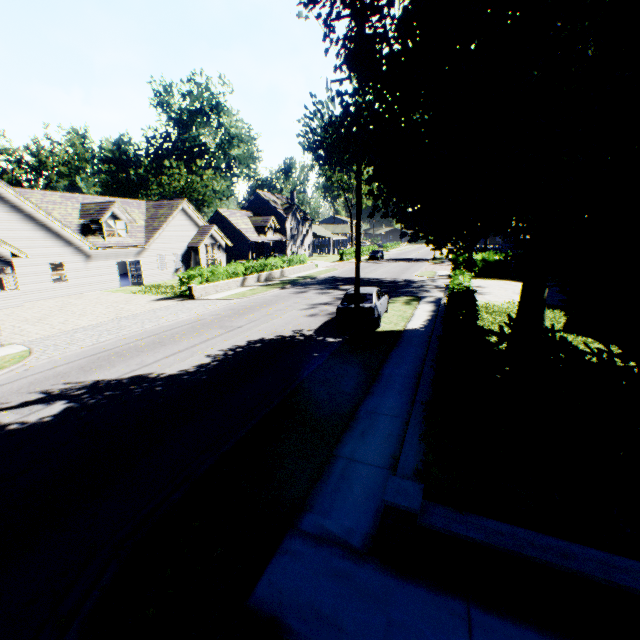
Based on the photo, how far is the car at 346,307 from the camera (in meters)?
13.75

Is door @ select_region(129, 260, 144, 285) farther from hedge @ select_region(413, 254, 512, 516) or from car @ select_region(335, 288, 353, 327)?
hedge @ select_region(413, 254, 512, 516)

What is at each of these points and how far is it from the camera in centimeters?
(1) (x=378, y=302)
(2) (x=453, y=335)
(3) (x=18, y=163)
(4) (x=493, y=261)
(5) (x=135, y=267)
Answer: (1) car, 1443cm
(2) hedge, 809cm
(3) plant, 5975cm
(4) hedge, 3061cm
(5) door, 2791cm

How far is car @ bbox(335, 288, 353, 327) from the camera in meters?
13.8

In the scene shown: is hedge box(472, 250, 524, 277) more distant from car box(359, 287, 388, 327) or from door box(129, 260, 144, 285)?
door box(129, 260, 144, 285)

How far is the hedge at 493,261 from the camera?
30.0m

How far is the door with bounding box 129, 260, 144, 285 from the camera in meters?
27.8

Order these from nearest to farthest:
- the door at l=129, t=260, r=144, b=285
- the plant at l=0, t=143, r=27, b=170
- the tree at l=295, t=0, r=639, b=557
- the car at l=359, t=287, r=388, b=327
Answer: the tree at l=295, t=0, r=639, b=557, the car at l=359, t=287, r=388, b=327, the door at l=129, t=260, r=144, b=285, the plant at l=0, t=143, r=27, b=170
